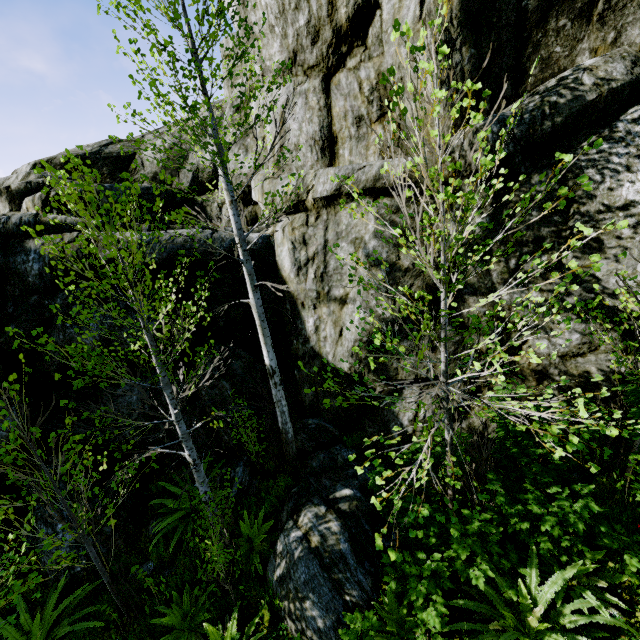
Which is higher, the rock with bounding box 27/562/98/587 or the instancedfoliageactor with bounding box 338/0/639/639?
the instancedfoliageactor with bounding box 338/0/639/639

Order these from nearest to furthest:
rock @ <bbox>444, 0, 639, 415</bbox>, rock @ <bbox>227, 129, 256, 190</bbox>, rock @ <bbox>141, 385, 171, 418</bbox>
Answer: rock @ <bbox>444, 0, 639, 415</bbox>, rock @ <bbox>141, 385, 171, 418</bbox>, rock @ <bbox>227, 129, 256, 190</bbox>

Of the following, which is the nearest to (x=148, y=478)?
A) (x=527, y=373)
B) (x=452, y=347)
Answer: (x=452, y=347)

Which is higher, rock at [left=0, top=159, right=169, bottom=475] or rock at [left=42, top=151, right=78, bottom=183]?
rock at [left=42, top=151, right=78, bottom=183]

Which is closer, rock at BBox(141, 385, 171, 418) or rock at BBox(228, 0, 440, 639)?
rock at BBox(228, 0, 440, 639)

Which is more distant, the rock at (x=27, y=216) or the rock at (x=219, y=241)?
the rock at (x=219, y=241)
